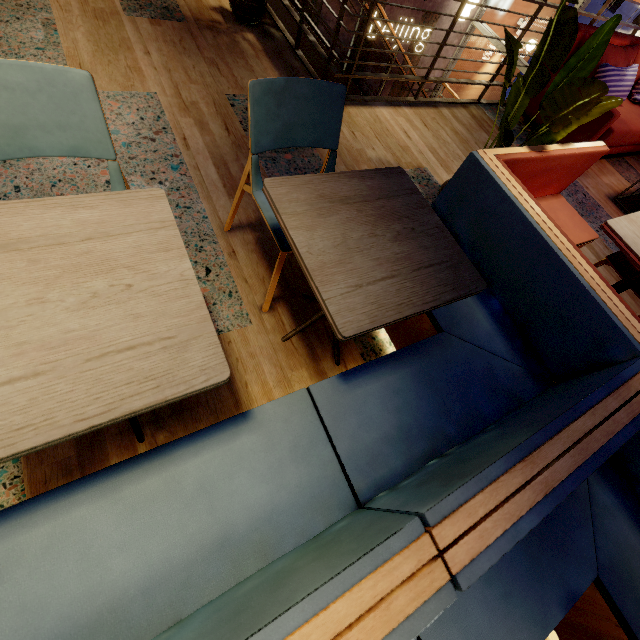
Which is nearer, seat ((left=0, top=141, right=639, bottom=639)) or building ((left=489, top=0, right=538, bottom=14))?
seat ((left=0, top=141, right=639, bottom=639))

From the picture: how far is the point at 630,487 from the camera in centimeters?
134cm

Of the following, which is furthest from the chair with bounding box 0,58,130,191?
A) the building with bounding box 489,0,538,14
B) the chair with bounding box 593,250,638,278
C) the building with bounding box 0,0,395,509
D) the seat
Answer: the building with bounding box 489,0,538,14

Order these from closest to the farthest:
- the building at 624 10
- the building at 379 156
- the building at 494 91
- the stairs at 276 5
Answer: the building at 379 156 < the stairs at 276 5 < the building at 494 91 < the building at 624 10

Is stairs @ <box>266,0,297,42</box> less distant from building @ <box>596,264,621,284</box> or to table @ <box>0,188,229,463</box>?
building @ <box>596,264,621,284</box>

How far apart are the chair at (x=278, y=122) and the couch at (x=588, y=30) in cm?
332

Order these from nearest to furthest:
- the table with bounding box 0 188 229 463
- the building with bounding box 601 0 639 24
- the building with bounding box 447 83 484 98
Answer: the table with bounding box 0 188 229 463 < the building with bounding box 447 83 484 98 < the building with bounding box 601 0 639 24

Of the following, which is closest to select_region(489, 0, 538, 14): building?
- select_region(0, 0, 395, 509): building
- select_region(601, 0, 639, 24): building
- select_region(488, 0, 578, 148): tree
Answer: A: select_region(0, 0, 395, 509): building
